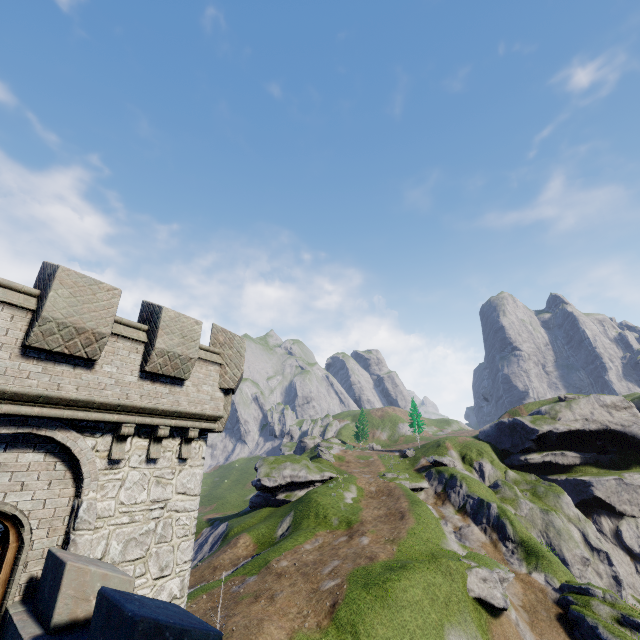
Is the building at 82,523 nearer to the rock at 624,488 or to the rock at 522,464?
the rock at 522,464

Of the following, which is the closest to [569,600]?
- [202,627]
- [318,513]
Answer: [318,513]

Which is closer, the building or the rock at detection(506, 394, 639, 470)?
the building

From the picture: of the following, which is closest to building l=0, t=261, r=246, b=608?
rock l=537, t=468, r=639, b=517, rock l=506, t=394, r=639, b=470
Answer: rock l=506, t=394, r=639, b=470

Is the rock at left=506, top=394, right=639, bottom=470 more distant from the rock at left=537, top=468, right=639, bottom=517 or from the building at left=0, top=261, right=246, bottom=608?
the building at left=0, top=261, right=246, bottom=608
